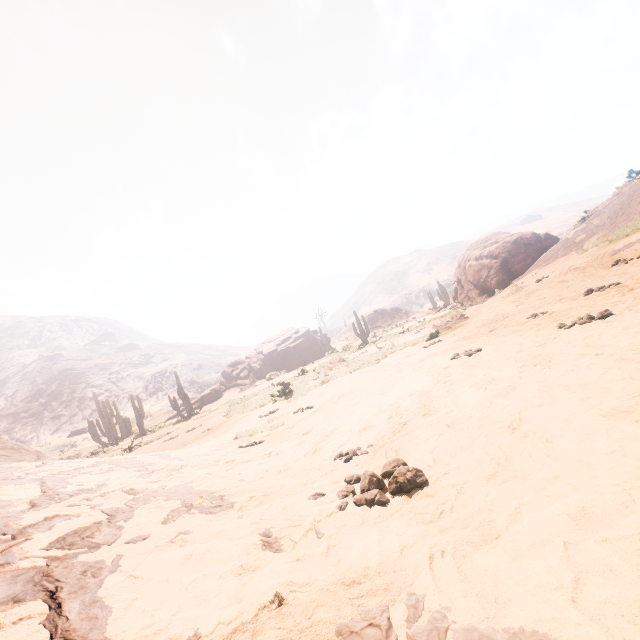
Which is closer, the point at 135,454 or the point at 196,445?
the point at 196,445

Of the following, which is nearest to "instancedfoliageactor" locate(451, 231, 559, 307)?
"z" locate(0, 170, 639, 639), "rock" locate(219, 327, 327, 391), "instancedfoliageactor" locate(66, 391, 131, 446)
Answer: "rock" locate(219, 327, 327, 391)

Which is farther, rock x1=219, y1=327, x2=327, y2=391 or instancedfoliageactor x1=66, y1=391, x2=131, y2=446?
rock x1=219, y1=327, x2=327, y2=391

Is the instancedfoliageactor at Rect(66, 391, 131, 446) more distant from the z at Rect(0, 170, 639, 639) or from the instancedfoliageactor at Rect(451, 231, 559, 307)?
the instancedfoliageactor at Rect(451, 231, 559, 307)

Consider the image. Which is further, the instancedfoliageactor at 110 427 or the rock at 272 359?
the rock at 272 359

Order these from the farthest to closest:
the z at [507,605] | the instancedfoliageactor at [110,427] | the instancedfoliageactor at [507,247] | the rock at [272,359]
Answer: the rock at [272,359], the instancedfoliageactor at [110,427], the instancedfoliageactor at [507,247], the z at [507,605]

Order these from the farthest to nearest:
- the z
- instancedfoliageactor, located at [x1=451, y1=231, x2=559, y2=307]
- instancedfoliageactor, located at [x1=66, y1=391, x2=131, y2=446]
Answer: instancedfoliageactor, located at [x1=66, y1=391, x2=131, y2=446] < instancedfoliageactor, located at [x1=451, y1=231, x2=559, y2=307] < the z
